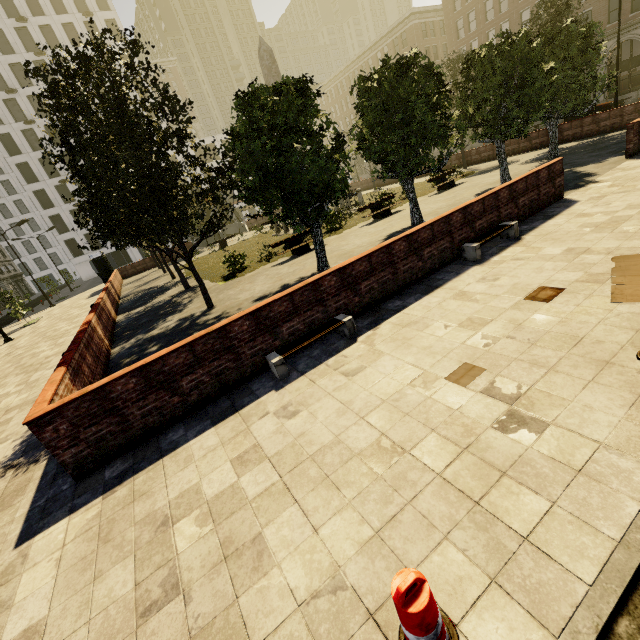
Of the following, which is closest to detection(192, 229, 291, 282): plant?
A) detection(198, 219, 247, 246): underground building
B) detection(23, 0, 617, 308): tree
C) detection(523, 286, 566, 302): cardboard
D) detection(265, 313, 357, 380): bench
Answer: detection(23, 0, 617, 308): tree

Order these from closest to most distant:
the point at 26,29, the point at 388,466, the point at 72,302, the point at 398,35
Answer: the point at 388,466 < the point at 72,302 < the point at 26,29 < the point at 398,35

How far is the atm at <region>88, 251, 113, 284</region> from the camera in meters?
29.4 m

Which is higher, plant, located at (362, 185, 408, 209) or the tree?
the tree

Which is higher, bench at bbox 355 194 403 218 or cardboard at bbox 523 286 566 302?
bench at bbox 355 194 403 218

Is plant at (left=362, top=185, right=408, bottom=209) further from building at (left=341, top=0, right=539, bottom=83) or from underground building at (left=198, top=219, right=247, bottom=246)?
building at (left=341, top=0, right=539, bottom=83)

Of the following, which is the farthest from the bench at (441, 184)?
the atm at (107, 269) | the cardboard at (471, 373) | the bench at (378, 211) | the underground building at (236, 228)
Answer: the atm at (107, 269)

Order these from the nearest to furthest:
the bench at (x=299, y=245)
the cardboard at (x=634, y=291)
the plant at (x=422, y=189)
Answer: the cardboard at (x=634, y=291) < the bench at (x=299, y=245) < the plant at (x=422, y=189)
